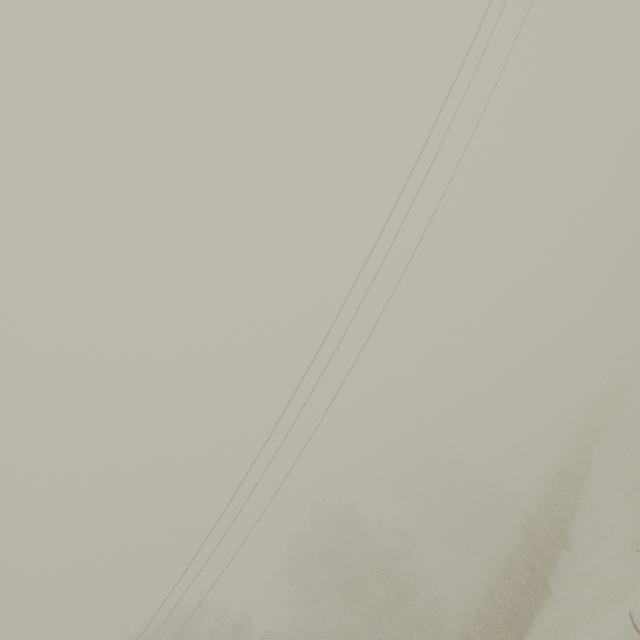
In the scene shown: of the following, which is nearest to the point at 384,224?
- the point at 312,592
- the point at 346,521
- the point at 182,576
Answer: the point at 182,576
